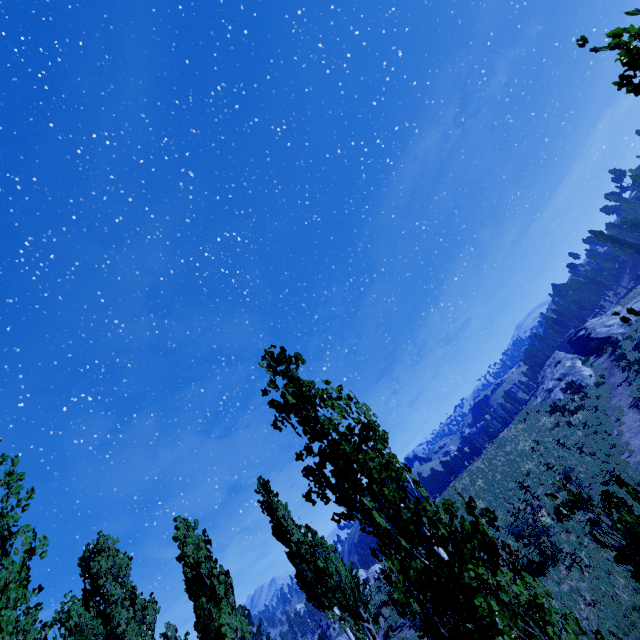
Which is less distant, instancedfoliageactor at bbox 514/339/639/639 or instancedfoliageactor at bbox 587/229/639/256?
instancedfoliageactor at bbox 514/339/639/639

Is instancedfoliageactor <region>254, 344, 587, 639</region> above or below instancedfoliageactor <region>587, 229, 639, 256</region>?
below

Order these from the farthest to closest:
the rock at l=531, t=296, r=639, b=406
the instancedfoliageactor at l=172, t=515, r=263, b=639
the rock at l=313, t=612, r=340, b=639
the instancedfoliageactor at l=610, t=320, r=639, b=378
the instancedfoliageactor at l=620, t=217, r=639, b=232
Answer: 1. the instancedfoliageactor at l=620, t=217, r=639, b=232
2. the rock at l=313, t=612, r=340, b=639
3. the rock at l=531, t=296, r=639, b=406
4. the instancedfoliageactor at l=610, t=320, r=639, b=378
5. the instancedfoliageactor at l=172, t=515, r=263, b=639

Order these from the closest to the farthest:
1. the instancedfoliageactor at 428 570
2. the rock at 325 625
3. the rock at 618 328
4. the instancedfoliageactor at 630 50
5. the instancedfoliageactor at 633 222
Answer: the instancedfoliageactor at 428 570 < the instancedfoliageactor at 630 50 < the rock at 618 328 < the rock at 325 625 < the instancedfoliageactor at 633 222

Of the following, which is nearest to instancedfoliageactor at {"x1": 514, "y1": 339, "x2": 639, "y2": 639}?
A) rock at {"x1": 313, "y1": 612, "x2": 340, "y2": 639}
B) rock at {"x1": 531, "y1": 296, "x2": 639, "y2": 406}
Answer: rock at {"x1": 313, "y1": 612, "x2": 340, "y2": 639}

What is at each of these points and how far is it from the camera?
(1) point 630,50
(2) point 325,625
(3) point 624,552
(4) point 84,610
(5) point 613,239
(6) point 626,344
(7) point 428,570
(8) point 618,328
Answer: (1) instancedfoliageactor, 4.1 meters
(2) rock, 35.6 meters
(3) instancedfoliageactor, 3.9 meters
(4) instancedfoliageactor, 11.4 meters
(5) instancedfoliageactor, 54.1 meters
(6) instancedfoliageactor, 30.6 meters
(7) instancedfoliageactor, 3.2 meters
(8) rock, 34.6 meters

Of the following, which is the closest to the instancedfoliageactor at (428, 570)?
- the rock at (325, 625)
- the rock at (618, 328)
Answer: the rock at (325, 625)

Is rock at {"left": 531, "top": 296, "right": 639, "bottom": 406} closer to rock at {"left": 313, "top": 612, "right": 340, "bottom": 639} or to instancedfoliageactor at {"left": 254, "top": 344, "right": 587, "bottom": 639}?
A: instancedfoliageactor at {"left": 254, "top": 344, "right": 587, "bottom": 639}
